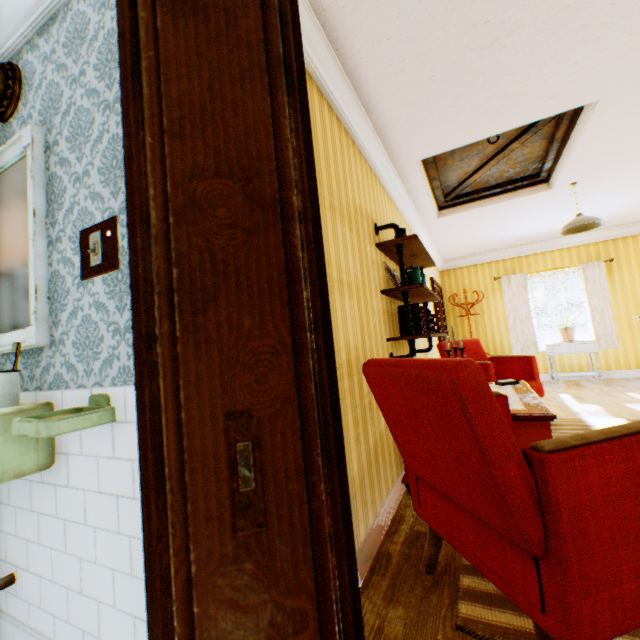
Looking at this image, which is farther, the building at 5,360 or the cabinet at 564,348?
the cabinet at 564,348

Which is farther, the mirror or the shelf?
the shelf

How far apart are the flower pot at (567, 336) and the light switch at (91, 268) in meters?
8.2 m

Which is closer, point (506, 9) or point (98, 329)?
point (98, 329)

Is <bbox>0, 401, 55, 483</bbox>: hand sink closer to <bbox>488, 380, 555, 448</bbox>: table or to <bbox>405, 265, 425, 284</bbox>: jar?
<bbox>488, 380, 555, 448</bbox>: table

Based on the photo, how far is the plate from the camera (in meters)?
2.97

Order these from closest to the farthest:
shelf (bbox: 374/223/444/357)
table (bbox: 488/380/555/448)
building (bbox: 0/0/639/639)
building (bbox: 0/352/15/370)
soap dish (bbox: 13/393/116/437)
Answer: building (bbox: 0/0/639/639) < soap dish (bbox: 13/393/116/437) < building (bbox: 0/352/15/370) < table (bbox: 488/380/555/448) < shelf (bbox: 374/223/444/357)

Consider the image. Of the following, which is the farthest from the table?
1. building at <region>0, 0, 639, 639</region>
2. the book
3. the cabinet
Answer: the cabinet
